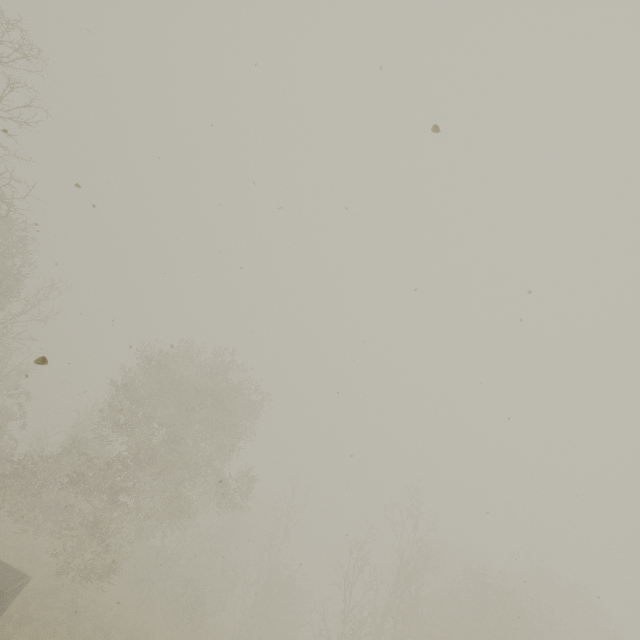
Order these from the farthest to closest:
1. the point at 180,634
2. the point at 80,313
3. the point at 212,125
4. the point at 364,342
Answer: the point at 180,634
the point at 364,342
the point at 80,313
the point at 212,125
